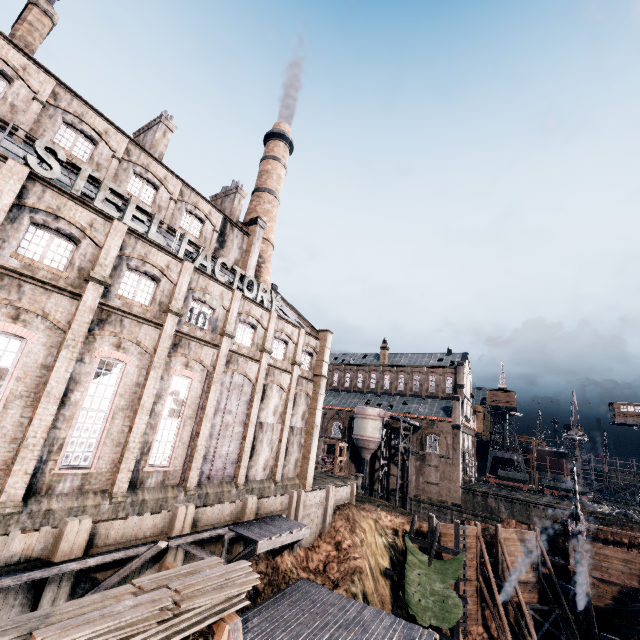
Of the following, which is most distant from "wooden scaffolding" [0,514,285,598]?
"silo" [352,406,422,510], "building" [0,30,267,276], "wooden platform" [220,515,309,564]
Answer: "silo" [352,406,422,510]

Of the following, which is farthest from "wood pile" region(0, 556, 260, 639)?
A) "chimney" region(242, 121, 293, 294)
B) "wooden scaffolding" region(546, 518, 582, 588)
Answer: "chimney" region(242, 121, 293, 294)

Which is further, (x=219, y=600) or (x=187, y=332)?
(x=187, y=332)

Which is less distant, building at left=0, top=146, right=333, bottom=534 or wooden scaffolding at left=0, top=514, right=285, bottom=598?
wooden scaffolding at left=0, top=514, right=285, bottom=598

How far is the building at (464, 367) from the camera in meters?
49.4

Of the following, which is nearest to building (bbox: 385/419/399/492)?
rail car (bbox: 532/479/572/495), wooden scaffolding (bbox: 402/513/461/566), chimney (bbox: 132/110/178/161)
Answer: chimney (bbox: 132/110/178/161)

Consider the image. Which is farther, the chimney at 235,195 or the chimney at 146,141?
the chimney at 235,195

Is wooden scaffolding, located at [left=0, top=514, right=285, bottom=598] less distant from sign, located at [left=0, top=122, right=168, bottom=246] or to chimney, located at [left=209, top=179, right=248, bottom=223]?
sign, located at [left=0, top=122, right=168, bottom=246]
